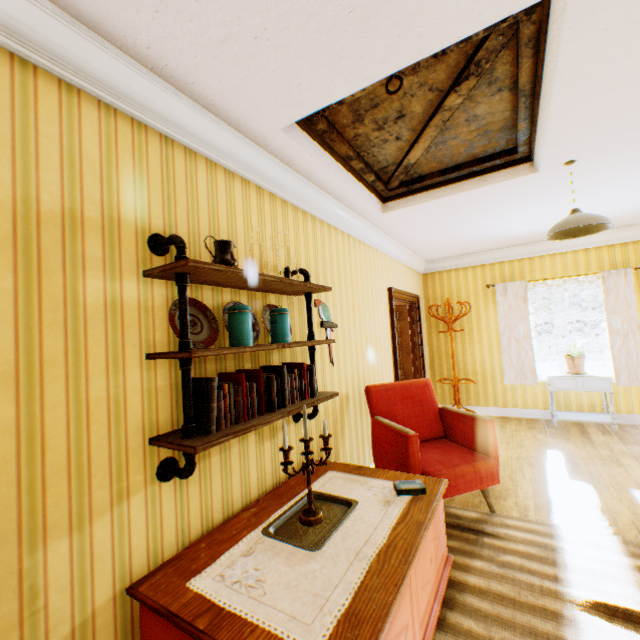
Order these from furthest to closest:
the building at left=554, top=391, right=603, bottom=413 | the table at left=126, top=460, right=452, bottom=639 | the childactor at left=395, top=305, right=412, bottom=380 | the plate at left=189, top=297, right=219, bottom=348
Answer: the childactor at left=395, top=305, right=412, bottom=380 → the building at left=554, top=391, right=603, bottom=413 → the plate at left=189, top=297, right=219, bottom=348 → the table at left=126, top=460, right=452, bottom=639

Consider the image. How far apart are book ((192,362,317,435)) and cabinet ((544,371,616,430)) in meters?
4.7 m

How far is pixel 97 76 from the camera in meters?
1.5 m

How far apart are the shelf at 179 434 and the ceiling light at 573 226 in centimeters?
212cm

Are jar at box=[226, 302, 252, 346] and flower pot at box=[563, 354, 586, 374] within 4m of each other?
no

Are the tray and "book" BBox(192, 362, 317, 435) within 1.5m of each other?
yes

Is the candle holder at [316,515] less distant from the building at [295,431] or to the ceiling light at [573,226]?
the building at [295,431]

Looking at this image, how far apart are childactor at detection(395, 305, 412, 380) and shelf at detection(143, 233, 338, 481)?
3.8 meters
